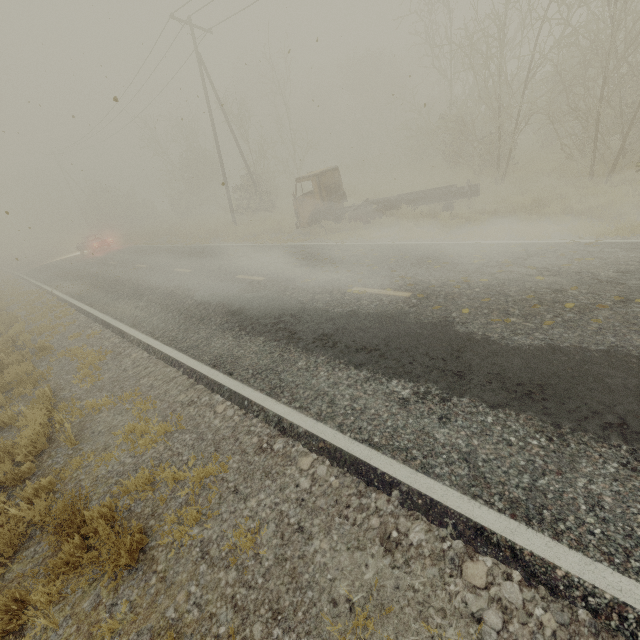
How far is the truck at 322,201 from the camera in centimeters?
1278cm

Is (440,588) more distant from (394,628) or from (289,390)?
(289,390)

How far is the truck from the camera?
12.78m
